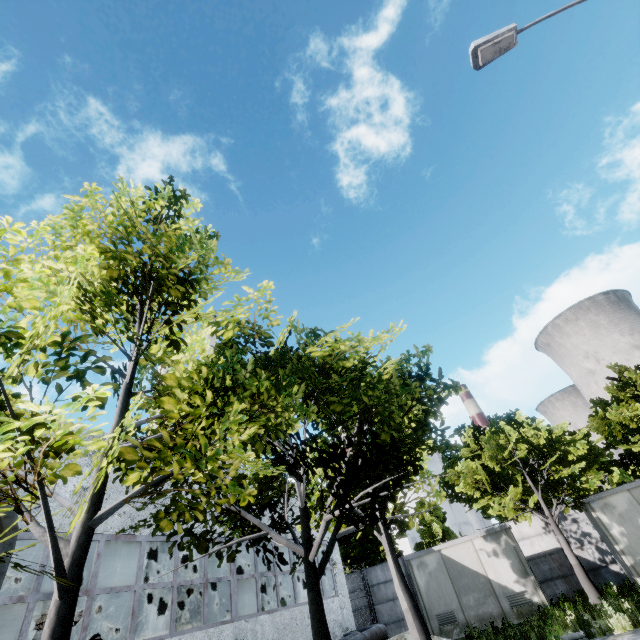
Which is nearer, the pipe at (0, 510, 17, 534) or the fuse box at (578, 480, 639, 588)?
the pipe at (0, 510, 17, 534)

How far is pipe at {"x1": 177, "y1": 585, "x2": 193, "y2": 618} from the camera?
11.4 meters

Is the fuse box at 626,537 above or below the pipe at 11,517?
below

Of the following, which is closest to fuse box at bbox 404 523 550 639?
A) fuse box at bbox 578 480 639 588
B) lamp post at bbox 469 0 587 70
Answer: fuse box at bbox 578 480 639 588

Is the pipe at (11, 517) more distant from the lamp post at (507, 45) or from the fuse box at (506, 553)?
the lamp post at (507, 45)

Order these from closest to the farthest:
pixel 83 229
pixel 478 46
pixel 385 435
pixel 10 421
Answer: pixel 10 421 → pixel 83 229 → pixel 478 46 → pixel 385 435

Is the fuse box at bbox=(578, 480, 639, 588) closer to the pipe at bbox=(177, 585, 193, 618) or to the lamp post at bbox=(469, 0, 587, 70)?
the pipe at bbox=(177, 585, 193, 618)

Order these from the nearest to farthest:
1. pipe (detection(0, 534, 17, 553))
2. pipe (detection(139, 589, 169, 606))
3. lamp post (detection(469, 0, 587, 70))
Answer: pipe (detection(0, 534, 17, 553)) < lamp post (detection(469, 0, 587, 70)) < pipe (detection(139, 589, 169, 606))
